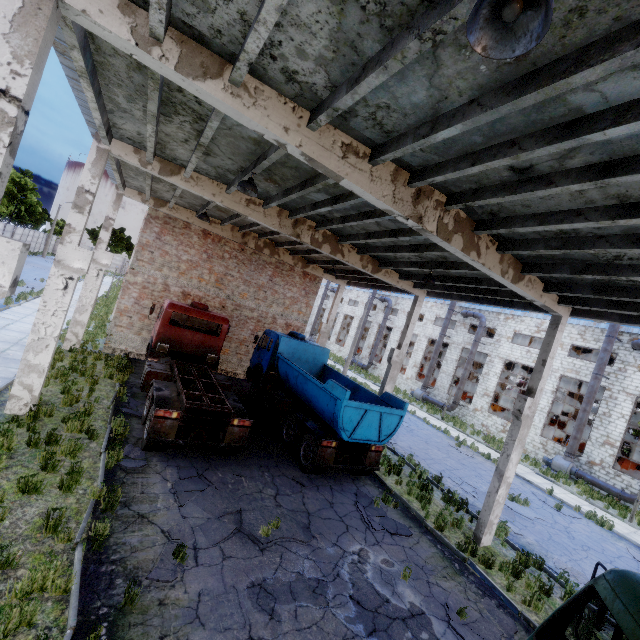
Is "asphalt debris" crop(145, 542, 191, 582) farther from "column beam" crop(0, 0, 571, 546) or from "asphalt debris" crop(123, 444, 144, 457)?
"column beam" crop(0, 0, 571, 546)

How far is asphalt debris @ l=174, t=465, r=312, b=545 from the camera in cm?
710

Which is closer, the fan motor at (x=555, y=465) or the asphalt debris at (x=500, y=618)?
the asphalt debris at (x=500, y=618)

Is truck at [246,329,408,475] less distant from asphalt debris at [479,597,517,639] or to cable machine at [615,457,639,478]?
asphalt debris at [479,597,517,639]

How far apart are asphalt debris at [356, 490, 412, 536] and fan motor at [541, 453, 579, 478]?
19.44m

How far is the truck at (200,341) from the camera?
8.8m

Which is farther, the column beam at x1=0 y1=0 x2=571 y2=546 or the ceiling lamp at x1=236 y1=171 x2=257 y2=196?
the ceiling lamp at x1=236 y1=171 x2=257 y2=196

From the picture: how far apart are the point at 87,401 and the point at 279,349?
7.4m
